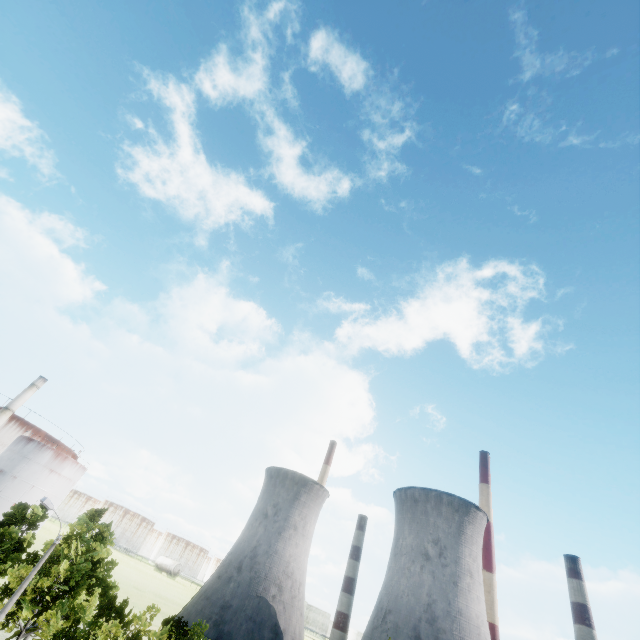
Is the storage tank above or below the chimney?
below

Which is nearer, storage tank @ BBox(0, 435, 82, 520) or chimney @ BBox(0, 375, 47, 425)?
storage tank @ BBox(0, 435, 82, 520)

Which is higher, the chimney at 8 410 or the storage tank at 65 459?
the chimney at 8 410

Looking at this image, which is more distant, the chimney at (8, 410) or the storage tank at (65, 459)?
the chimney at (8, 410)

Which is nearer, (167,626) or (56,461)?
(167,626)
